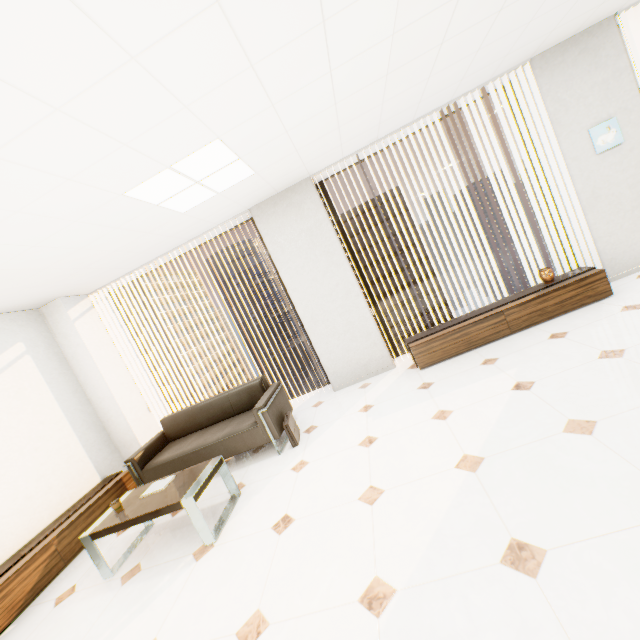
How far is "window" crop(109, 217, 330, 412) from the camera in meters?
5.2 m

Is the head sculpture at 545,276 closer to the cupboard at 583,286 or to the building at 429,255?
the cupboard at 583,286

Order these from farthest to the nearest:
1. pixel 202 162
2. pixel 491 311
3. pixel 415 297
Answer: pixel 415 297
pixel 491 311
pixel 202 162

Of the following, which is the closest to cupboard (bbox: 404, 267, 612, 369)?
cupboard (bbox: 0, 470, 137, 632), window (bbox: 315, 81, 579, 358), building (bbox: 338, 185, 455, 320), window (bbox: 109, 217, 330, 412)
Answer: window (bbox: 315, 81, 579, 358)

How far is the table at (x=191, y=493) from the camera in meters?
2.7 m

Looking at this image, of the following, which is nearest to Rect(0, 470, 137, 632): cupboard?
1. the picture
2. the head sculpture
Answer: the head sculpture

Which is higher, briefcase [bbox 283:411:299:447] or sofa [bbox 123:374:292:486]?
sofa [bbox 123:374:292:486]

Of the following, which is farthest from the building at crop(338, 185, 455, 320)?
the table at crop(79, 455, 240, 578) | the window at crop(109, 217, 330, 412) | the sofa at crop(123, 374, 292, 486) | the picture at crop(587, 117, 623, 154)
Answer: the table at crop(79, 455, 240, 578)
